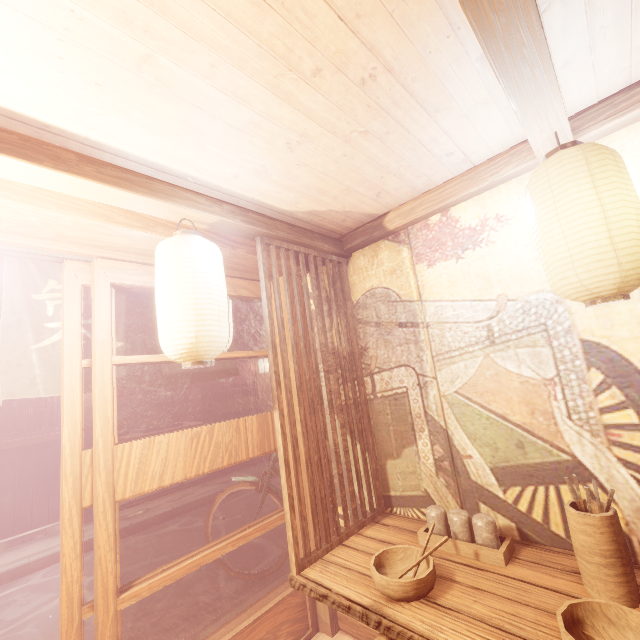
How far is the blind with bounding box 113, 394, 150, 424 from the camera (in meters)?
23.45

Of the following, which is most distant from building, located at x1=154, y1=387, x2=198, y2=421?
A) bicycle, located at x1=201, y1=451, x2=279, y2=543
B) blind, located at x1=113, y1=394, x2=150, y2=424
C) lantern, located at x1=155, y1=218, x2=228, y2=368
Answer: lantern, located at x1=155, y1=218, x2=228, y2=368

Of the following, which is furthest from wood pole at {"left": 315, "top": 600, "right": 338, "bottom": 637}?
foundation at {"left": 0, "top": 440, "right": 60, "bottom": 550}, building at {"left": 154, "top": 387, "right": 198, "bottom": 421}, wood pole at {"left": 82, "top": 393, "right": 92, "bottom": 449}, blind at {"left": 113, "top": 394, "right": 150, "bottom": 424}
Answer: blind at {"left": 113, "top": 394, "right": 150, "bottom": 424}

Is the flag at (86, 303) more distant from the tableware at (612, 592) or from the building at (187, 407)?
the building at (187, 407)

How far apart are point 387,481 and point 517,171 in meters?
3.9

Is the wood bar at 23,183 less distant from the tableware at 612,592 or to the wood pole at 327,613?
the wood pole at 327,613

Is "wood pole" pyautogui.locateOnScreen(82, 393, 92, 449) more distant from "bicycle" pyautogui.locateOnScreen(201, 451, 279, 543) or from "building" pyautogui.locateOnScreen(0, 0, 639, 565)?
"building" pyautogui.locateOnScreen(0, 0, 639, 565)

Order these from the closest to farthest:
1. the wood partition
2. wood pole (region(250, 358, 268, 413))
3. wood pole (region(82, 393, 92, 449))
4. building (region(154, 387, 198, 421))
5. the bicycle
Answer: the wood partition, the bicycle, wood pole (region(82, 393, 92, 449)), wood pole (region(250, 358, 268, 413)), building (region(154, 387, 198, 421))
